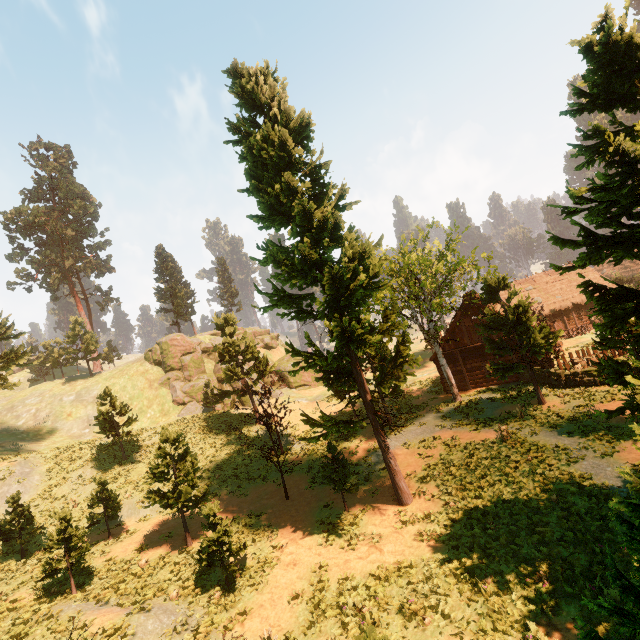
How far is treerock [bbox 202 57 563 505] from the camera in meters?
14.6 m

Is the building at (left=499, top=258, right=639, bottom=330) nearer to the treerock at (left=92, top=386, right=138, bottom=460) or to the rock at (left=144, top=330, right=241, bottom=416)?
the treerock at (left=92, top=386, right=138, bottom=460)

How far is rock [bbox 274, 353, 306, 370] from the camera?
45.8m

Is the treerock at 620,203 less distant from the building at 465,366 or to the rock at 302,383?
the building at 465,366

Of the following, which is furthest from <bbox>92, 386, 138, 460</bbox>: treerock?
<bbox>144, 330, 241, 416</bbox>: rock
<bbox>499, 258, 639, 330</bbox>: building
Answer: <bbox>144, 330, 241, 416</bbox>: rock

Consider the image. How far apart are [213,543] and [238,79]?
22.1 meters

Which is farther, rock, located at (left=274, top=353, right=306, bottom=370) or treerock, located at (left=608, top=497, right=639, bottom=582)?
rock, located at (left=274, top=353, right=306, bottom=370)

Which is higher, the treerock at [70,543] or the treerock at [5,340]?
the treerock at [5,340]
